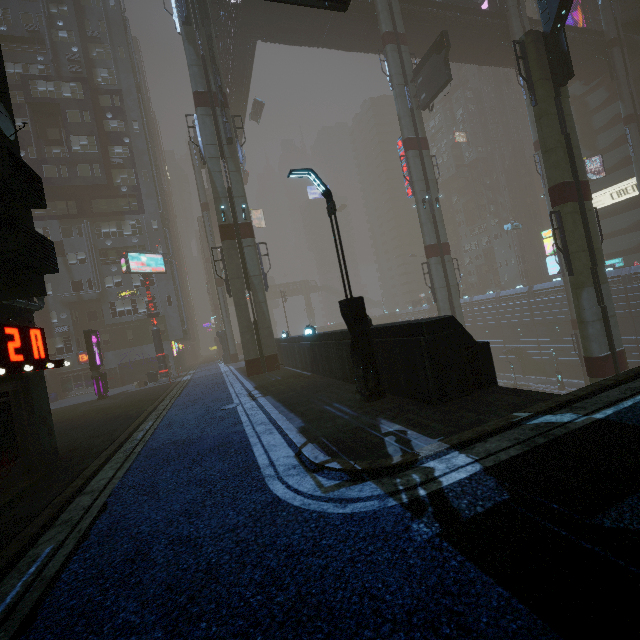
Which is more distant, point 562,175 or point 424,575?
point 562,175

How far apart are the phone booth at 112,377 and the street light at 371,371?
33.39m

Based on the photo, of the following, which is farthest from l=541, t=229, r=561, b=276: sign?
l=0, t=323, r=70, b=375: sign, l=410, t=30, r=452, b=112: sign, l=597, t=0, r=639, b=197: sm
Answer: l=0, t=323, r=70, b=375: sign

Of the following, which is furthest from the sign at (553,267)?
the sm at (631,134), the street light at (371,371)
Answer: the street light at (371,371)

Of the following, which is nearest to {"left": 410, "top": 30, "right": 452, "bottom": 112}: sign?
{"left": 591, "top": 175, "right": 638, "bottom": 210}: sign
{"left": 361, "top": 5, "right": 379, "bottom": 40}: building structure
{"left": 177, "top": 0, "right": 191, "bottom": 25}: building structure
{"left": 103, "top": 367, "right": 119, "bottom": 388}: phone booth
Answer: {"left": 361, "top": 5, "right": 379, "bottom": 40}: building structure

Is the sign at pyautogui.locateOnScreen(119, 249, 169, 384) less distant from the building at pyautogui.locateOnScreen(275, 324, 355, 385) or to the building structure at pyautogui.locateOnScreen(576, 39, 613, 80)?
the building at pyautogui.locateOnScreen(275, 324, 355, 385)

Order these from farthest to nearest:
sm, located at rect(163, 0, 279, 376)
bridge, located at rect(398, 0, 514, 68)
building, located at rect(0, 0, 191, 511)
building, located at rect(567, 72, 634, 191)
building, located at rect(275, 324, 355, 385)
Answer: building, located at rect(567, 72, 634, 191)
bridge, located at rect(398, 0, 514, 68)
sm, located at rect(163, 0, 279, 376)
building, located at rect(275, 324, 355, 385)
building, located at rect(0, 0, 191, 511)

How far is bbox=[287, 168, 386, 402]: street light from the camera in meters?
9.0 m
